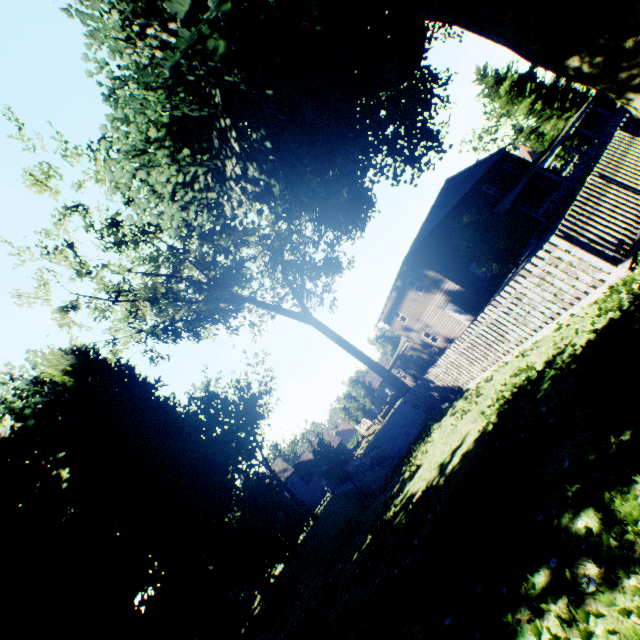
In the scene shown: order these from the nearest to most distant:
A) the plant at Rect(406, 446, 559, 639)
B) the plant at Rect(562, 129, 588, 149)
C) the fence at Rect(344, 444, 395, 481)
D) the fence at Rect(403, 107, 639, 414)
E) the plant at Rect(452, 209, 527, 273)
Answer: the plant at Rect(406, 446, 559, 639)
the fence at Rect(403, 107, 639, 414)
the fence at Rect(344, 444, 395, 481)
the plant at Rect(452, 209, 527, 273)
the plant at Rect(562, 129, 588, 149)

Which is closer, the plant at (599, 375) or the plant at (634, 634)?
the plant at (634, 634)

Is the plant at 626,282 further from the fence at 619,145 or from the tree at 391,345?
the tree at 391,345

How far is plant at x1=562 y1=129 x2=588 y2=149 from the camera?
33.7m

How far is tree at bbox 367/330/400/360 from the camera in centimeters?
5056cm

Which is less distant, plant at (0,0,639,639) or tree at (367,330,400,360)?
plant at (0,0,639,639)

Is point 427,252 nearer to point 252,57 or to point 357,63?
point 357,63
